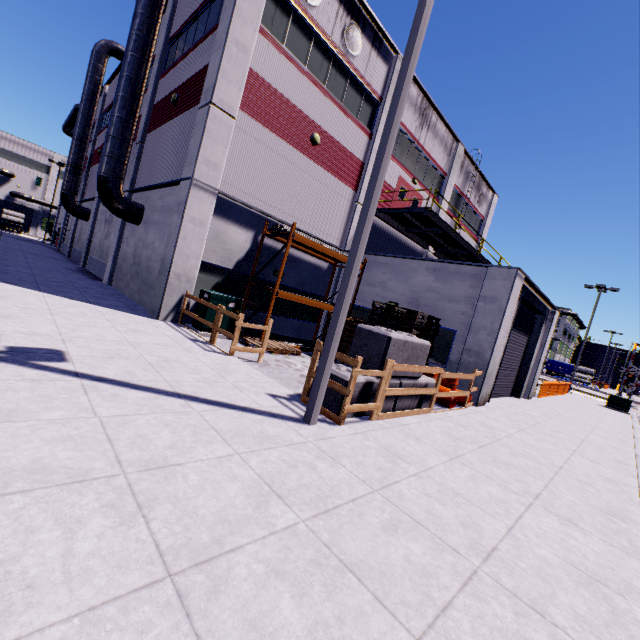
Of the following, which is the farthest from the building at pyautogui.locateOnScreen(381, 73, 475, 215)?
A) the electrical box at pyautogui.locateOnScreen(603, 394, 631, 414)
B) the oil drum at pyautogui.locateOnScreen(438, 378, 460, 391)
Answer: the electrical box at pyautogui.locateOnScreen(603, 394, 631, 414)

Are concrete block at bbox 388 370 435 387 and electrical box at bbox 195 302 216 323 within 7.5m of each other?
yes

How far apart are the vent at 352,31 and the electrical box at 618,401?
29.2m

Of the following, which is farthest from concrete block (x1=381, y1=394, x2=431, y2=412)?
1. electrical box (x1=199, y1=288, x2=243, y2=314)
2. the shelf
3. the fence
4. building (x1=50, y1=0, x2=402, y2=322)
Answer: electrical box (x1=199, y1=288, x2=243, y2=314)

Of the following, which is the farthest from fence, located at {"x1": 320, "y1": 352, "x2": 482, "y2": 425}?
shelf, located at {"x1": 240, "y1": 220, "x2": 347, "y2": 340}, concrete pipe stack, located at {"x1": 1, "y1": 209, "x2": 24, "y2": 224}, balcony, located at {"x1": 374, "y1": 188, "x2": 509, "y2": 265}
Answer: concrete pipe stack, located at {"x1": 1, "y1": 209, "x2": 24, "y2": 224}

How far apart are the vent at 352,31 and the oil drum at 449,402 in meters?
13.8 m

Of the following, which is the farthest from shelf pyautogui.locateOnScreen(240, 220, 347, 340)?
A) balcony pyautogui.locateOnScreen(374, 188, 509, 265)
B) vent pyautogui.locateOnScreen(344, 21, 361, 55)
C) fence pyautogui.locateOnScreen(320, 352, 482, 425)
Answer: vent pyautogui.locateOnScreen(344, 21, 361, 55)

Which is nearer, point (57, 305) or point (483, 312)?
point (57, 305)
